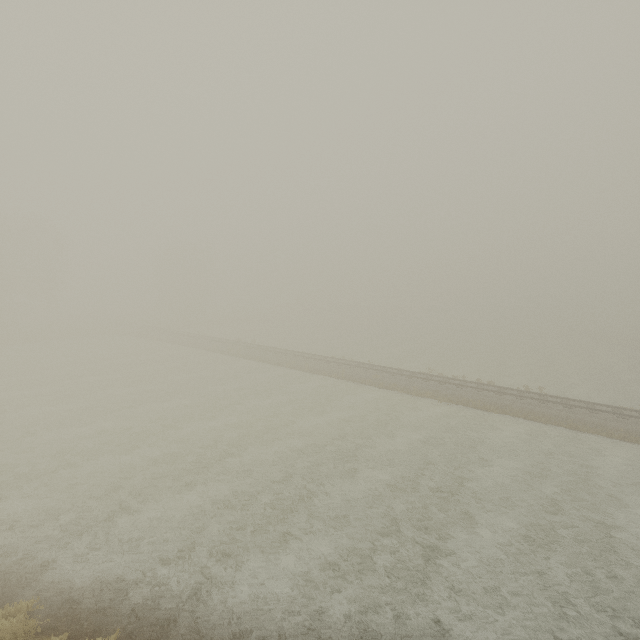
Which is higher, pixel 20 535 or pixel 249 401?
pixel 20 535
